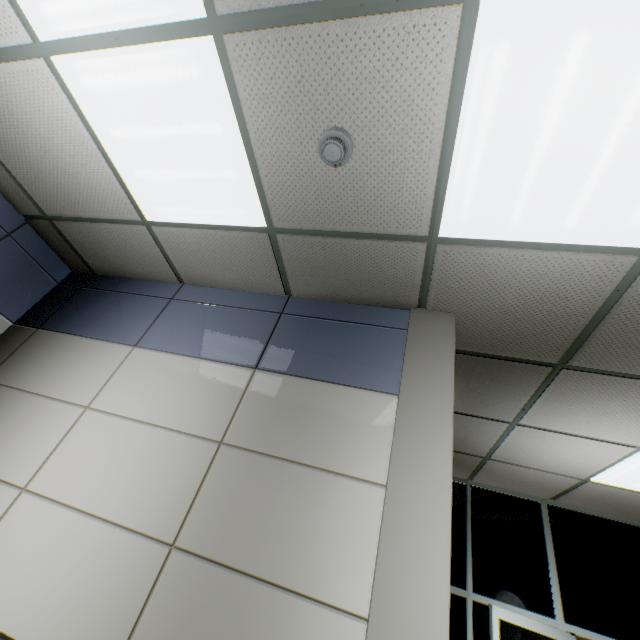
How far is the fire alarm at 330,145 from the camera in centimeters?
149cm

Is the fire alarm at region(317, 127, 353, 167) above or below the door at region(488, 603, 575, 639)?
above

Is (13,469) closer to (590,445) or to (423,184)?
(423,184)

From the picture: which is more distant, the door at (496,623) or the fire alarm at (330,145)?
the door at (496,623)

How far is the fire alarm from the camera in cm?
149

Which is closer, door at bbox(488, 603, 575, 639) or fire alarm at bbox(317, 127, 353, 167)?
fire alarm at bbox(317, 127, 353, 167)
